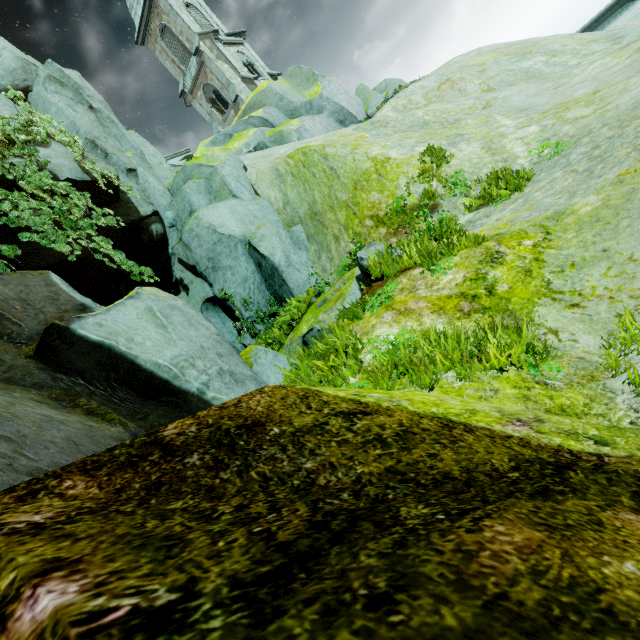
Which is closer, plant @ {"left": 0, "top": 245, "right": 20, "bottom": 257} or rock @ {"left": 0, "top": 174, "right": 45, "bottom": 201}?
plant @ {"left": 0, "top": 245, "right": 20, "bottom": 257}

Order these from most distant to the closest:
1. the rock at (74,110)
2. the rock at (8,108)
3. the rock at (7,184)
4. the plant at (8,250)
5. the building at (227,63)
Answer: the building at (227,63), the rock at (8,108), the rock at (7,184), the plant at (8,250), the rock at (74,110)

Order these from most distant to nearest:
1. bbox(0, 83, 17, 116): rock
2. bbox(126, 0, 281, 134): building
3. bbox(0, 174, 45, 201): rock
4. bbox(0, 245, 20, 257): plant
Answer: bbox(126, 0, 281, 134): building, bbox(0, 83, 17, 116): rock, bbox(0, 174, 45, 201): rock, bbox(0, 245, 20, 257): plant

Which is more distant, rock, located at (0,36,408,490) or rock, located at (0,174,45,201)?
rock, located at (0,174,45,201)

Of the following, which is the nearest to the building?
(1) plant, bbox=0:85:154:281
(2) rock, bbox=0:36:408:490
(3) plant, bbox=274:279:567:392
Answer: (2) rock, bbox=0:36:408:490

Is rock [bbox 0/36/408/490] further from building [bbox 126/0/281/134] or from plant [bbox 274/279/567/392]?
plant [bbox 274/279/567/392]

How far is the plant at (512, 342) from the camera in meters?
2.6 m

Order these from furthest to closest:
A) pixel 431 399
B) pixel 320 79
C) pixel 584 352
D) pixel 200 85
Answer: pixel 200 85, pixel 320 79, pixel 584 352, pixel 431 399
